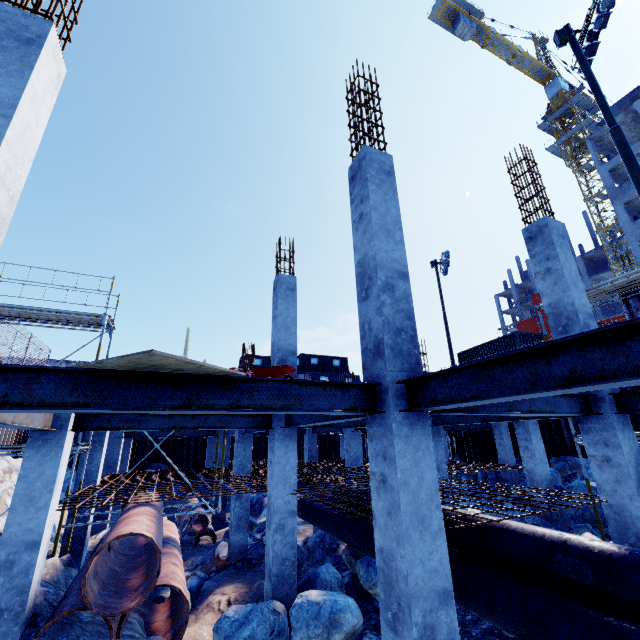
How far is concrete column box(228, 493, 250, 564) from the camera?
11.3m

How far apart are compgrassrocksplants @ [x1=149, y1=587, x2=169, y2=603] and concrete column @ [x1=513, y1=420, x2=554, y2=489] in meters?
11.8

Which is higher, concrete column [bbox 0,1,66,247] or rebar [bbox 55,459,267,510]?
concrete column [bbox 0,1,66,247]

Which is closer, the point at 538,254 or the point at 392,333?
the point at 392,333

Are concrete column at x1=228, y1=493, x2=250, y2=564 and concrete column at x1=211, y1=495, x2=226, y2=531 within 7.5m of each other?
yes

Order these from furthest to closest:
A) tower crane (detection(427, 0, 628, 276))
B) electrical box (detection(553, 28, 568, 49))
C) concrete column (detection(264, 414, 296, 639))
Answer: tower crane (detection(427, 0, 628, 276)), electrical box (detection(553, 28, 568, 49)), concrete column (detection(264, 414, 296, 639))

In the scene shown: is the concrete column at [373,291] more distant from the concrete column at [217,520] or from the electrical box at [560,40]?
the concrete column at [217,520]

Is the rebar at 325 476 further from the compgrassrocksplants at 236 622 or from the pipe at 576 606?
the compgrassrocksplants at 236 622
